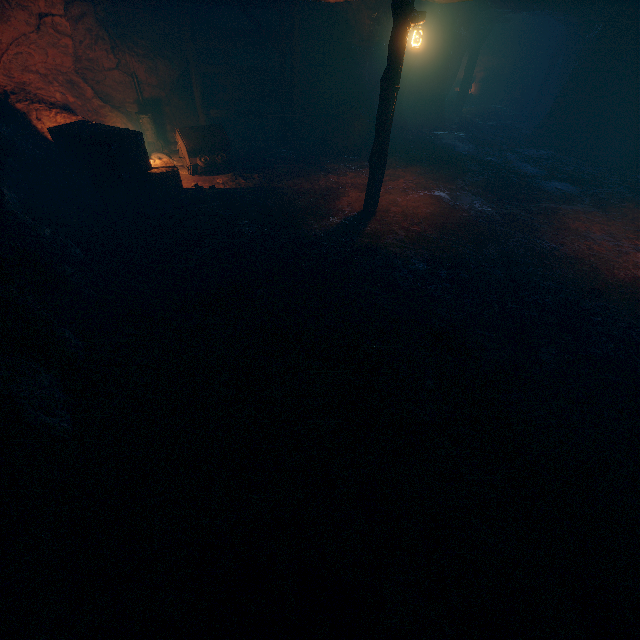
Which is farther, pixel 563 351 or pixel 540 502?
pixel 563 351

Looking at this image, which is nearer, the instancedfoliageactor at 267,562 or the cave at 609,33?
the instancedfoliageactor at 267,562

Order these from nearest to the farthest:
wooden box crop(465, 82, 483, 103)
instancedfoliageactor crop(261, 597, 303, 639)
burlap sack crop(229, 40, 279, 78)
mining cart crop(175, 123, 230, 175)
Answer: instancedfoliageactor crop(261, 597, 303, 639), mining cart crop(175, 123, 230, 175), burlap sack crop(229, 40, 279, 78), wooden box crop(465, 82, 483, 103)

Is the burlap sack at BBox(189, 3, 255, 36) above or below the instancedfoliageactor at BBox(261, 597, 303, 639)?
above

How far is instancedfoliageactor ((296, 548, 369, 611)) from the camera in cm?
299

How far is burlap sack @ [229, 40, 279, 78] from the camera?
12.16m

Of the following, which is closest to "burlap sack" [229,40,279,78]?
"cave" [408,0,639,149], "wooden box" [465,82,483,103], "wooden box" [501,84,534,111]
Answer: "cave" [408,0,639,149]

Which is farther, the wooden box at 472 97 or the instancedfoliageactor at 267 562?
the wooden box at 472 97
